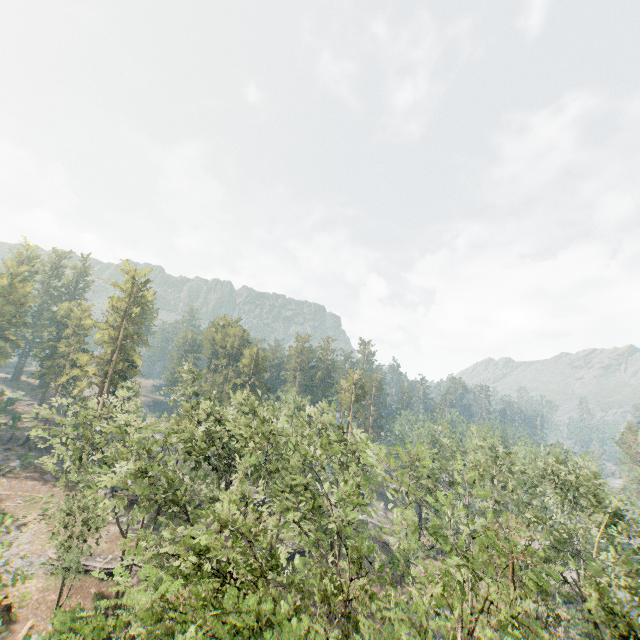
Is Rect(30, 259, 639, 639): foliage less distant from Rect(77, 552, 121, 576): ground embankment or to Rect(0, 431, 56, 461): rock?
Rect(0, 431, 56, 461): rock

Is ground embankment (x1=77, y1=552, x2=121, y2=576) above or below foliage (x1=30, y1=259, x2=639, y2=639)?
below

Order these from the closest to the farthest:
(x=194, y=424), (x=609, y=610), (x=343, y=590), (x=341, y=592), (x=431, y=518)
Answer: (x=341, y=592) < (x=343, y=590) < (x=609, y=610) < (x=194, y=424) < (x=431, y=518)

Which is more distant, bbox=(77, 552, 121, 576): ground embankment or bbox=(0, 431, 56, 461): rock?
bbox=(0, 431, 56, 461): rock

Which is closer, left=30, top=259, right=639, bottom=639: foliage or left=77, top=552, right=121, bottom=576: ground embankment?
left=30, top=259, right=639, bottom=639: foliage

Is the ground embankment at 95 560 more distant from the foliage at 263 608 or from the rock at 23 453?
the rock at 23 453
